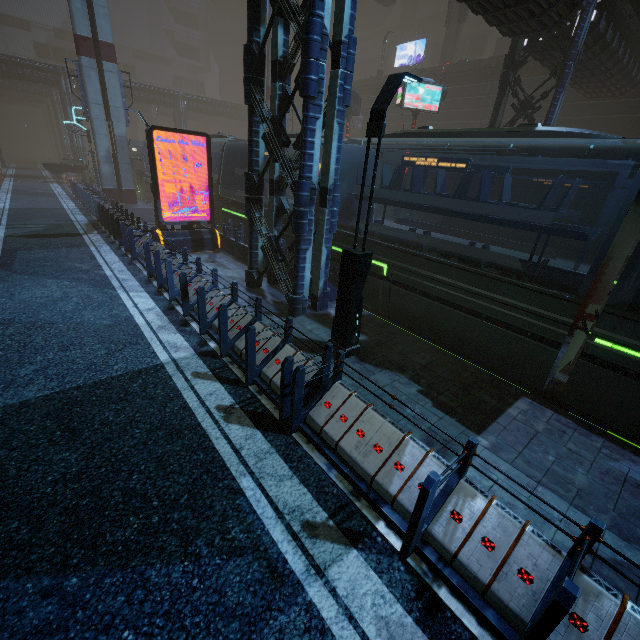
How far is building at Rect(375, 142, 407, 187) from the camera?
35.4 meters

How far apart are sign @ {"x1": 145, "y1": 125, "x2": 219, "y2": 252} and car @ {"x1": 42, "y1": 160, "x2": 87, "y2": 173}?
30.84m

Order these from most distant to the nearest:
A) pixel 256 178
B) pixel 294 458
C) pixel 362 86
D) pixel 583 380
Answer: pixel 362 86
pixel 256 178
pixel 583 380
pixel 294 458

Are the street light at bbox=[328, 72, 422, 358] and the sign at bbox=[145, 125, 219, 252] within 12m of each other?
yes

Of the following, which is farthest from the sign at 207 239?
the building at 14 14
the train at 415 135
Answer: the train at 415 135

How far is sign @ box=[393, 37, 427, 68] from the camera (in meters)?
45.75

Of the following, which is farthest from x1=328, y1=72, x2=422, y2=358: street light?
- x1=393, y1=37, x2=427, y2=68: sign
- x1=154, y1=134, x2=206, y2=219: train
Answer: x1=393, y1=37, x2=427, y2=68: sign

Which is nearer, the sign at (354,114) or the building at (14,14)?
the sign at (354,114)
